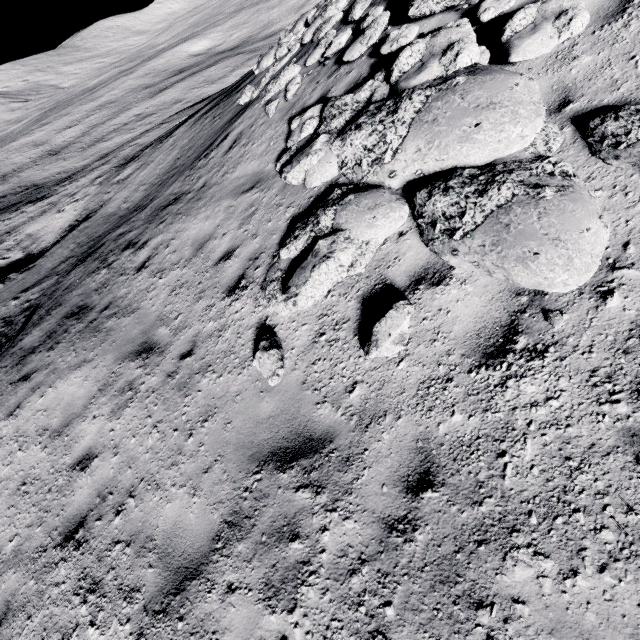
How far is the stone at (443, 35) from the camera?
2.9m

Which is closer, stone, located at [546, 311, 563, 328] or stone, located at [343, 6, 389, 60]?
stone, located at [546, 311, 563, 328]

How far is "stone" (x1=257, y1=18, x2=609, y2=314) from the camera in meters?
2.9

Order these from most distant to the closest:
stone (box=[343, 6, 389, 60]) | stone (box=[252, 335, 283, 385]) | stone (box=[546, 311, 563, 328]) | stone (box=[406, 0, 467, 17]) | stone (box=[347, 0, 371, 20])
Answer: stone (box=[347, 0, 371, 20]) < stone (box=[343, 6, 389, 60]) < stone (box=[406, 0, 467, 17]) < stone (box=[252, 335, 283, 385]) < stone (box=[546, 311, 563, 328])

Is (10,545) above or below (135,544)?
below

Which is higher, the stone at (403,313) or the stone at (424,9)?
the stone at (424,9)

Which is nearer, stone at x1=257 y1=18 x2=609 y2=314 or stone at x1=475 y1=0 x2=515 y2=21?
stone at x1=257 y1=18 x2=609 y2=314
